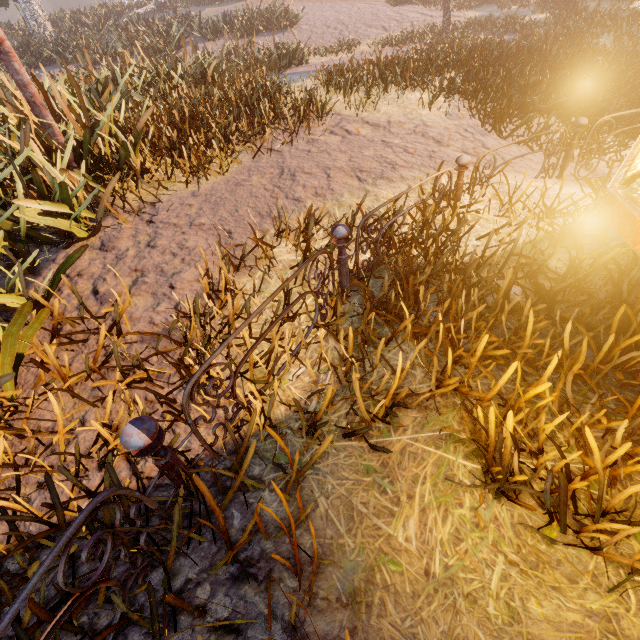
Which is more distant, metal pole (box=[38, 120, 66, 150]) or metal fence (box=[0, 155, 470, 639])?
metal pole (box=[38, 120, 66, 150])

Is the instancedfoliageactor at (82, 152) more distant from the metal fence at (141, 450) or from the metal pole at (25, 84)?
the metal pole at (25, 84)

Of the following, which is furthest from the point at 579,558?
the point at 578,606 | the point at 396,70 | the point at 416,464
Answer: the point at 396,70

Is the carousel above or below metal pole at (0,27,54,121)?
below

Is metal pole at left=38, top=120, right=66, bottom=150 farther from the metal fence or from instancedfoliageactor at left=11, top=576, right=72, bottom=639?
instancedfoliageactor at left=11, top=576, right=72, bottom=639

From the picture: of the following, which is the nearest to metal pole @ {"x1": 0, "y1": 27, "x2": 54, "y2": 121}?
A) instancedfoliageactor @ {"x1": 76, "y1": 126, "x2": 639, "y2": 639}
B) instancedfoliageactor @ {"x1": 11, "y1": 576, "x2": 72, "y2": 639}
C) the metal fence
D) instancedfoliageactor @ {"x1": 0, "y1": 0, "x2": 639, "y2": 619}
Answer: the metal fence

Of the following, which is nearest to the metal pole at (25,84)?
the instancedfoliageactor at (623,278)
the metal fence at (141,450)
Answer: the metal fence at (141,450)
